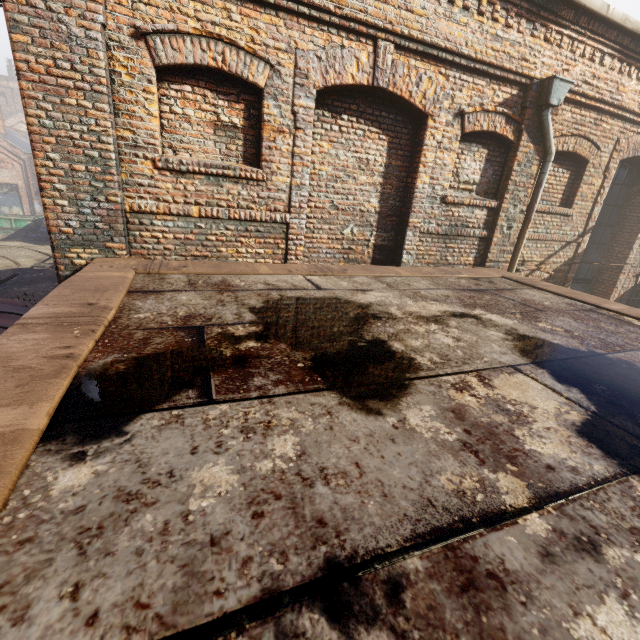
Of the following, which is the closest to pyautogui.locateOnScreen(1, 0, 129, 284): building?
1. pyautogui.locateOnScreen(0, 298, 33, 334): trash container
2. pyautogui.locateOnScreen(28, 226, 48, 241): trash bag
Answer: pyautogui.locateOnScreen(0, 298, 33, 334): trash container

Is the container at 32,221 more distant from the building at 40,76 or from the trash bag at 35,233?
the building at 40,76

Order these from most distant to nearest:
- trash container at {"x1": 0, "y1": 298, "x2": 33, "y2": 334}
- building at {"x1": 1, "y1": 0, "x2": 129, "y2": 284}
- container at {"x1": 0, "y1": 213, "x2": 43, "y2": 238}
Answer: container at {"x1": 0, "y1": 213, "x2": 43, "y2": 238}
trash container at {"x1": 0, "y1": 298, "x2": 33, "y2": 334}
building at {"x1": 1, "y1": 0, "x2": 129, "y2": 284}

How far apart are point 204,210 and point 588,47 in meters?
7.0

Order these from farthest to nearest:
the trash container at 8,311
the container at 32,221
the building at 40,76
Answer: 1. the container at 32,221
2. the trash container at 8,311
3. the building at 40,76

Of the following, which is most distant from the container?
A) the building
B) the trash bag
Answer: the building

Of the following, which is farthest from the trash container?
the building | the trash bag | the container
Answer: the container
